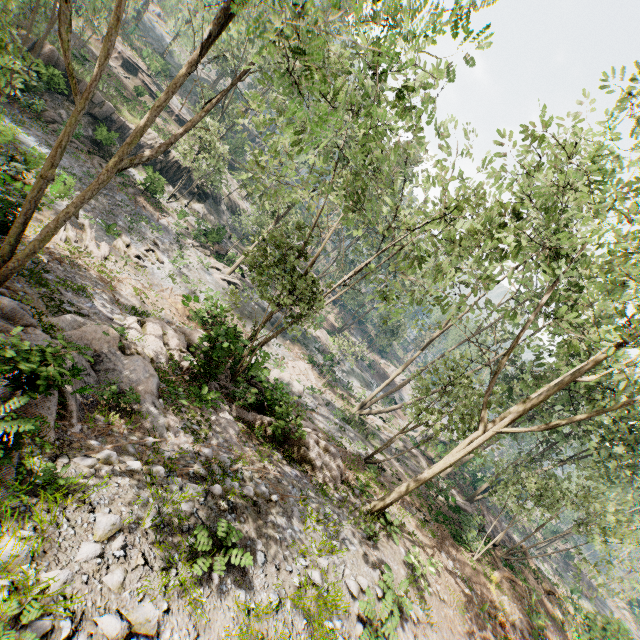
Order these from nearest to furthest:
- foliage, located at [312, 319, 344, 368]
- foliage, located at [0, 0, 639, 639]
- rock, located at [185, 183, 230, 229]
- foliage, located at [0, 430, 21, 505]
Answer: foliage, located at [0, 430, 21, 505], foliage, located at [0, 0, 639, 639], foliage, located at [312, 319, 344, 368], rock, located at [185, 183, 230, 229]

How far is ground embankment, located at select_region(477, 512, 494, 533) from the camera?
21.36m

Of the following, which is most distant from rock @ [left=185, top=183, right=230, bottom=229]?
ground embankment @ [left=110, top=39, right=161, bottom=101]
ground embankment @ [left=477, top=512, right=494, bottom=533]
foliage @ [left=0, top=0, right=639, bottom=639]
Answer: ground embankment @ [left=477, top=512, right=494, bottom=533]

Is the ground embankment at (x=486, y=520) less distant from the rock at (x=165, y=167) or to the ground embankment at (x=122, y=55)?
the rock at (x=165, y=167)

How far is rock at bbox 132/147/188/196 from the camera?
29.31m

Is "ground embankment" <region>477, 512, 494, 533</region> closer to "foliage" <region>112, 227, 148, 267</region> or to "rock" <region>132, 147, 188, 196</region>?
"foliage" <region>112, 227, 148, 267</region>

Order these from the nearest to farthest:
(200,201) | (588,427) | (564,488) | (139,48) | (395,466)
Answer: (588,427) → (564,488) → (395,466) → (200,201) → (139,48)

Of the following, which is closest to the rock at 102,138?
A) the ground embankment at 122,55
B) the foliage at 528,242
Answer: the foliage at 528,242
